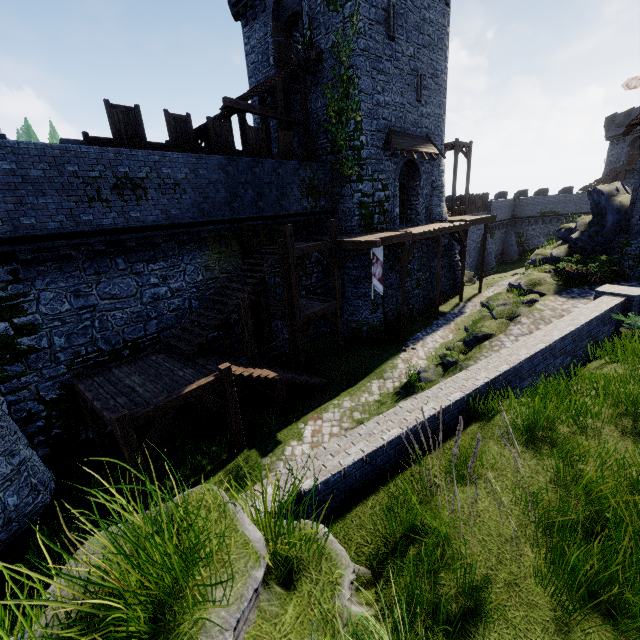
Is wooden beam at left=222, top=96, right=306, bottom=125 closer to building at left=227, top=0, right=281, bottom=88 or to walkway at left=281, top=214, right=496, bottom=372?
building at left=227, top=0, right=281, bottom=88

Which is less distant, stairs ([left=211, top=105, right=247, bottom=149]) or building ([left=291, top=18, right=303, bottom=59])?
stairs ([left=211, top=105, right=247, bottom=149])

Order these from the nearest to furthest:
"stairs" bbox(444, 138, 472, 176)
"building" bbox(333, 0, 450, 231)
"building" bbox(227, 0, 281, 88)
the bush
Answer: the bush → "building" bbox(333, 0, 450, 231) → "building" bbox(227, 0, 281, 88) → "stairs" bbox(444, 138, 472, 176)

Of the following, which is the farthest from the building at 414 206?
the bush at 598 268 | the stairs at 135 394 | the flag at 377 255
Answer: the bush at 598 268

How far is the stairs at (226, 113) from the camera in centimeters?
1521cm

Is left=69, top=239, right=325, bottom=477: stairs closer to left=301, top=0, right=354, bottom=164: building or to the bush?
left=301, top=0, right=354, bottom=164: building

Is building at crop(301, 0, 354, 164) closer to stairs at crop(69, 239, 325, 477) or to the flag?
the flag

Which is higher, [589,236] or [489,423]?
[589,236]
